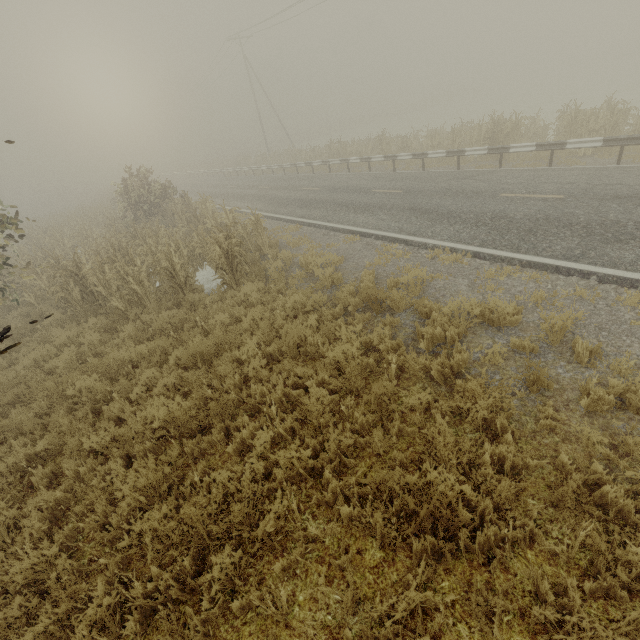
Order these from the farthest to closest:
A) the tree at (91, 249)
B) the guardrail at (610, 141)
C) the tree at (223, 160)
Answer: the tree at (223, 160) → the guardrail at (610, 141) → the tree at (91, 249)

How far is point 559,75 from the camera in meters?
57.8 m

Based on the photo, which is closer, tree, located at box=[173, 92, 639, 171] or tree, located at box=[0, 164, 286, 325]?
tree, located at box=[0, 164, 286, 325]

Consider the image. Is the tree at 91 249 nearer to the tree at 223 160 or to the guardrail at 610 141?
the tree at 223 160

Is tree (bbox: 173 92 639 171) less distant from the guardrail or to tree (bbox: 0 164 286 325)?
the guardrail

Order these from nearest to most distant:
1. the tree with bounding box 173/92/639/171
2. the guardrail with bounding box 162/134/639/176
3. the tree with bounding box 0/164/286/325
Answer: the tree with bounding box 0/164/286/325
the guardrail with bounding box 162/134/639/176
the tree with bounding box 173/92/639/171
